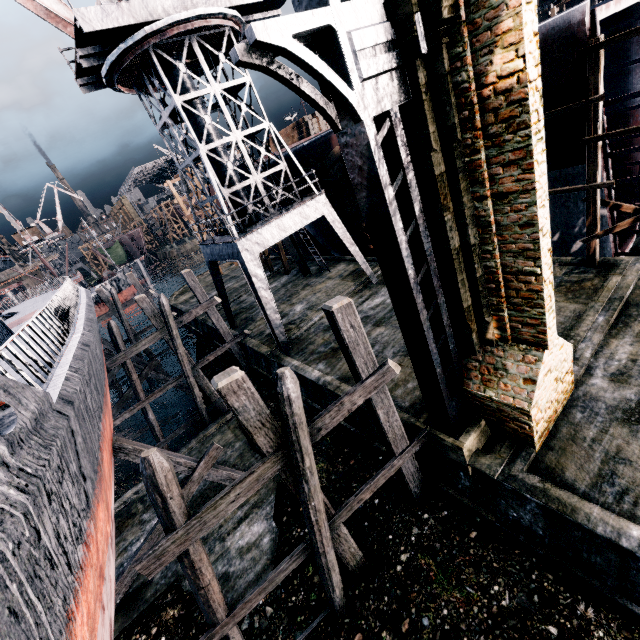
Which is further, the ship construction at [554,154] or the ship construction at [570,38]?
the ship construction at [554,154]

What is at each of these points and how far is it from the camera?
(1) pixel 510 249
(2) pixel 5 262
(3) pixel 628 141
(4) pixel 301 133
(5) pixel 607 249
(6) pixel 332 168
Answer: (1) building, 6.5 meters
(2) ship, 15.6 meters
(3) ship construction, 16.2 meters
(4) wood pile, 31.9 meters
(5) ship construction, 14.7 meters
(6) cloth, 18.3 meters

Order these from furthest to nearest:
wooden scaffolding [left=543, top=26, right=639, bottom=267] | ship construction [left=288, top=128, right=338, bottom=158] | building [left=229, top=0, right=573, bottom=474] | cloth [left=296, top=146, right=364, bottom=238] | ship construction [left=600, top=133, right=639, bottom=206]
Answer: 1. cloth [left=296, top=146, right=364, bottom=238]
2. ship construction [left=288, top=128, right=338, bottom=158]
3. ship construction [left=600, top=133, right=639, bottom=206]
4. wooden scaffolding [left=543, top=26, right=639, bottom=267]
5. building [left=229, top=0, right=573, bottom=474]

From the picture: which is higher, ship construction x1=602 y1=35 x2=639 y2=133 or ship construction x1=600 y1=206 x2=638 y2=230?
ship construction x1=602 y1=35 x2=639 y2=133

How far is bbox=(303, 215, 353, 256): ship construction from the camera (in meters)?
24.49

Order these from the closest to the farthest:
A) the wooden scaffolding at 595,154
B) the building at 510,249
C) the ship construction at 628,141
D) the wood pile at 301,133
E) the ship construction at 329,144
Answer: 1. the building at 510,249
2. the wooden scaffolding at 595,154
3. the ship construction at 628,141
4. the ship construction at 329,144
5. the wood pile at 301,133

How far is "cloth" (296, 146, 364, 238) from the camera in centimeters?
1803cm

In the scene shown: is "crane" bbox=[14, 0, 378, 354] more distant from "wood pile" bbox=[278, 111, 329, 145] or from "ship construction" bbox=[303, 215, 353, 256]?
"wood pile" bbox=[278, 111, 329, 145]
